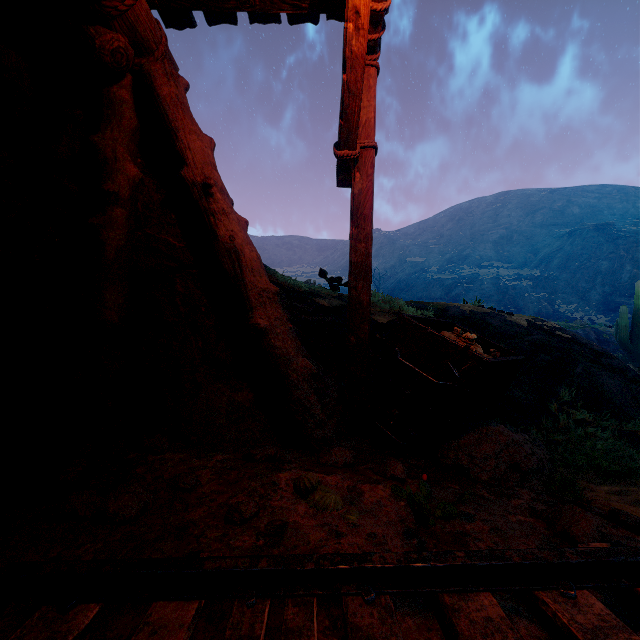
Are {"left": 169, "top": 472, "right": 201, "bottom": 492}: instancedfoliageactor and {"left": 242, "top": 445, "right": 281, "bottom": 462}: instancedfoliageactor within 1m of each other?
yes

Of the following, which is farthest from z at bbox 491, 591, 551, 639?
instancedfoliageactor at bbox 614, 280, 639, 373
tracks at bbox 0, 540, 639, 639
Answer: instancedfoliageactor at bbox 614, 280, 639, 373

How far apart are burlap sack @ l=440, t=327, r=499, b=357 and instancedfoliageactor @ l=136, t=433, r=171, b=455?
2.39m

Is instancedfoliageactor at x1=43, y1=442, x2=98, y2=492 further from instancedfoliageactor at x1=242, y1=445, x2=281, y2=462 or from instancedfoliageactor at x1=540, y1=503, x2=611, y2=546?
instancedfoliageactor at x1=540, y1=503, x2=611, y2=546

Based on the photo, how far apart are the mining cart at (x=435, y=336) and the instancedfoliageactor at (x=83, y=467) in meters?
2.6 m

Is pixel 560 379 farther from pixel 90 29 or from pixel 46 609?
pixel 90 29

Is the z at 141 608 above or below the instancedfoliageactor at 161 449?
below

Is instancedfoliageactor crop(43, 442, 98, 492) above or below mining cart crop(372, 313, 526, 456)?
below
